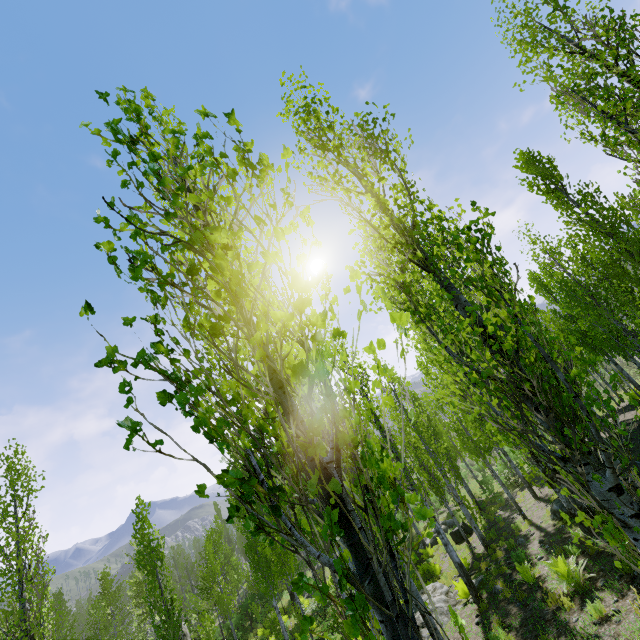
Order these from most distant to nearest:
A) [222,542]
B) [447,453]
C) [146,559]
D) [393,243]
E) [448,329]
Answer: [222,542], [447,453], [146,559], [393,243], [448,329]

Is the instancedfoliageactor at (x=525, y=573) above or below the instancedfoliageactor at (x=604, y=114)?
below

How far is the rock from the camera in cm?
1034

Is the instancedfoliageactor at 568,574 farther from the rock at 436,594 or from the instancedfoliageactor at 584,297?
the rock at 436,594

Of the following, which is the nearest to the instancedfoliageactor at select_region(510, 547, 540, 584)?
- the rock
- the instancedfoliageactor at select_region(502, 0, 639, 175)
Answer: the instancedfoliageactor at select_region(502, 0, 639, 175)

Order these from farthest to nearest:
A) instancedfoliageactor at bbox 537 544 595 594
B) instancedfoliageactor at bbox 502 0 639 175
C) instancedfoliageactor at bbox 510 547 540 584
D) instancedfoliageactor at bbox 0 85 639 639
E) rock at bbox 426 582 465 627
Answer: rock at bbox 426 582 465 627
instancedfoliageactor at bbox 510 547 540 584
instancedfoliageactor at bbox 537 544 595 594
instancedfoliageactor at bbox 502 0 639 175
instancedfoliageactor at bbox 0 85 639 639

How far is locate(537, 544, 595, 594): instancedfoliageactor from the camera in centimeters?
686cm
